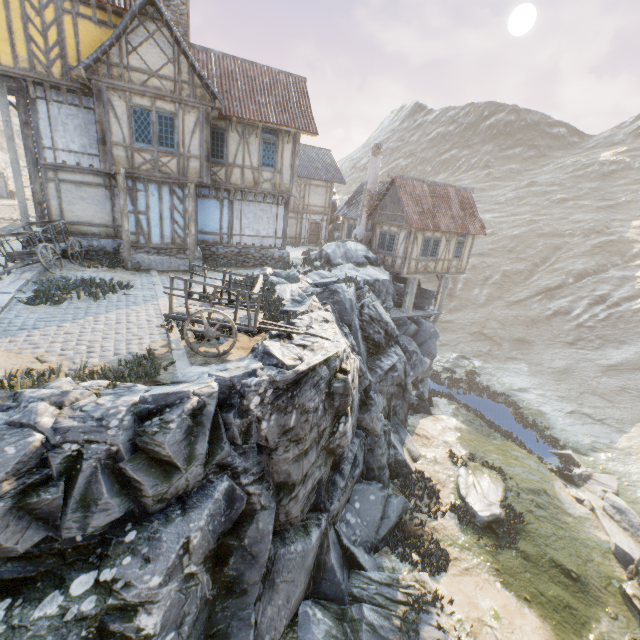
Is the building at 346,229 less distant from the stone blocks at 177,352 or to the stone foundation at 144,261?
the stone foundation at 144,261

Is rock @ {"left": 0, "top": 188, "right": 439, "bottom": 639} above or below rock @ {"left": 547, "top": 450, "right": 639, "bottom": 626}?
above

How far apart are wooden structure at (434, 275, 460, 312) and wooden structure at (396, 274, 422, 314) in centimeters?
235cm

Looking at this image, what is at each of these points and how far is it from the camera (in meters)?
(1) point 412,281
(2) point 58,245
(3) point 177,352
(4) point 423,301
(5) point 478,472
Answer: (1) wooden structure, 22.08
(2) wagon, 13.41
(3) stone blocks, 7.41
(4) rock, 24.88
(5) rock, 15.74

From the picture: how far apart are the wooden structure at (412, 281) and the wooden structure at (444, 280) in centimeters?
235cm

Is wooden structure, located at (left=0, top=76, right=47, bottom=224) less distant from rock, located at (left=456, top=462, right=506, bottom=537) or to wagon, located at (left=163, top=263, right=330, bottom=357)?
rock, located at (left=456, top=462, right=506, bottom=537)

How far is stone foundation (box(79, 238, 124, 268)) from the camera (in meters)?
14.30

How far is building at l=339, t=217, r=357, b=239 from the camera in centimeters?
2642cm
